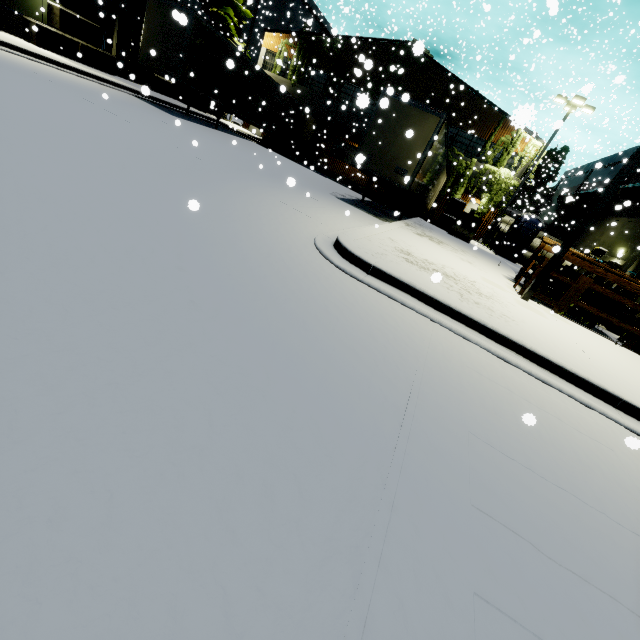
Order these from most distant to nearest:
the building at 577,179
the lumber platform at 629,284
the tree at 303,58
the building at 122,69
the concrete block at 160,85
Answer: the building at 577,179, the tree at 303,58, the concrete block at 160,85, the building at 122,69, the lumber platform at 629,284

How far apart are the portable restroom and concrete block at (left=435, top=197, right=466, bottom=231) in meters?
3.1 m

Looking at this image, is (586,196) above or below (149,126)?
above

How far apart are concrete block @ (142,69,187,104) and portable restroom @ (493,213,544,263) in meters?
23.0

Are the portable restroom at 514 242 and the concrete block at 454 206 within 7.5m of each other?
yes

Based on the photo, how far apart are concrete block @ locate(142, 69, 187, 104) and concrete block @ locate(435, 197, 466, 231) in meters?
18.7

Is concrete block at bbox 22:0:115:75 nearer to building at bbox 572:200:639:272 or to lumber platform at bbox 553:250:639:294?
building at bbox 572:200:639:272

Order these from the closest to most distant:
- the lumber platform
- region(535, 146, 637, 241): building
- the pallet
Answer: the lumber platform, the pallet, region(535, 146, 637, 241): building
